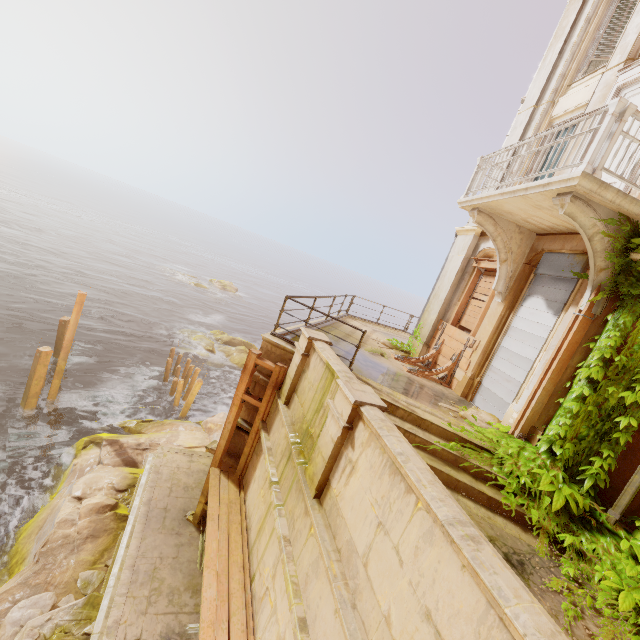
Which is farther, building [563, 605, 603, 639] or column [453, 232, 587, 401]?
column [453, 232, 587, 401]

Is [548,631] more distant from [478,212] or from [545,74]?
[545,74]

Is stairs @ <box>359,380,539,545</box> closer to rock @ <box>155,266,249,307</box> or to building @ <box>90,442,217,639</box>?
building @ <box>90,442,217,639</box>

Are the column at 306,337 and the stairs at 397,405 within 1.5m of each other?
yes

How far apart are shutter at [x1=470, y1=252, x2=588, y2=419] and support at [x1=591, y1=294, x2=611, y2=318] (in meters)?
0.68

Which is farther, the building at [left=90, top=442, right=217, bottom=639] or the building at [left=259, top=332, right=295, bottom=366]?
the building at [left=259, top=332, right=295, bottom=366]

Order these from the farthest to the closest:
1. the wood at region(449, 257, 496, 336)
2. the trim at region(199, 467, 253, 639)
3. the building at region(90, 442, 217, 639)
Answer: the wood at region(449, 257, 496, 336) → the building at region(90, 442, 217, 639) → the trim at region(199, 467, 253, 639)

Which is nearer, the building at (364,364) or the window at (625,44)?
the building at (364,364)
